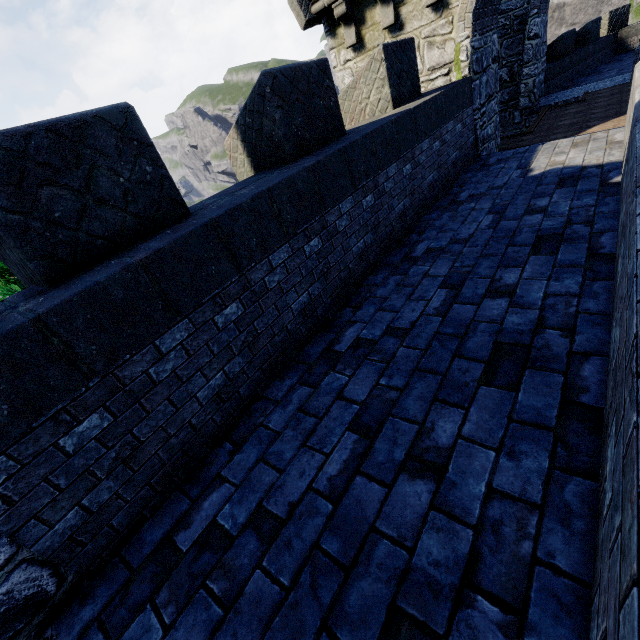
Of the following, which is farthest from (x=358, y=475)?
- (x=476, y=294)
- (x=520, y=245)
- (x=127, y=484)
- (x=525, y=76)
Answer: (x=525, y=76)

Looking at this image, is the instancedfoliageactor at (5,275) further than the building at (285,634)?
Yes

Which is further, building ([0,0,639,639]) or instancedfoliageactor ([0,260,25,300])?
instancedfoliageactor ([0,260,25,300])
